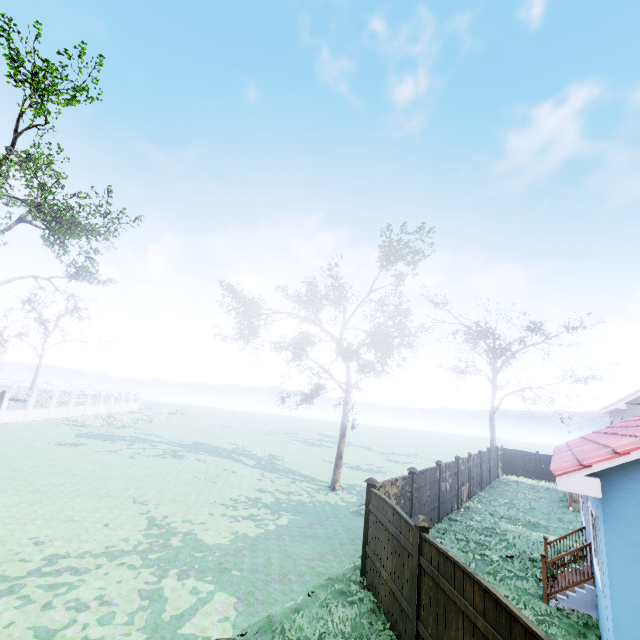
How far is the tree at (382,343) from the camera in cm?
1691

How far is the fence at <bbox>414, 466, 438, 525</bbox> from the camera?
11.95m

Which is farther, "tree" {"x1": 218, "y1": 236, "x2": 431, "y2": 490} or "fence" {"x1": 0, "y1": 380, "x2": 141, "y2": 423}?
"fence" {"x1": 0, "y1": 380, "x2": 141, "y2": 423}

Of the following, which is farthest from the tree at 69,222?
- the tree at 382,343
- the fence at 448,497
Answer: the fence at 448,497

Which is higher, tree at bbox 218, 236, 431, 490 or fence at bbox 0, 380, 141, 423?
tree at bbox 218, 236, 431, 490

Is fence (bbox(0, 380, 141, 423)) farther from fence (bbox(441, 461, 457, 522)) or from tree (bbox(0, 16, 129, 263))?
tree (bbox(0, 16, 129, 263))

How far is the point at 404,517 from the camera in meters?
6.8

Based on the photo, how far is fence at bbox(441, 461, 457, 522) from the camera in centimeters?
1447cm
